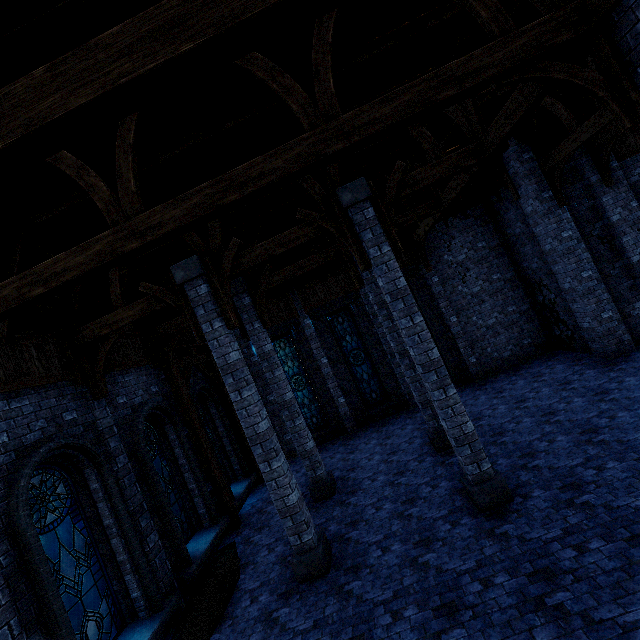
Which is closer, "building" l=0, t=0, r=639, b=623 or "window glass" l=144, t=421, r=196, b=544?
"building" l=0, t=0, r=639, b=623

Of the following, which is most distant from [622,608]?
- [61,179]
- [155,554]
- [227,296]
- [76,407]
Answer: [61,179]

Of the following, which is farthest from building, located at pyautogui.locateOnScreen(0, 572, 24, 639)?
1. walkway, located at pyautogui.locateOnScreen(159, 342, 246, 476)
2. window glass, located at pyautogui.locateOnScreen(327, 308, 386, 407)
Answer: window glass, located at pyautogui.locateOnScreen(327, 308, 386, 407)

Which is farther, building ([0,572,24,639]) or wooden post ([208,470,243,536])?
wooden post ([208,470,243,536])

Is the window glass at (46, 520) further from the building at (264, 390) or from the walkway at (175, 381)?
the walkway at (175, 381)

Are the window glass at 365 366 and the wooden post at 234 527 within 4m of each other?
no

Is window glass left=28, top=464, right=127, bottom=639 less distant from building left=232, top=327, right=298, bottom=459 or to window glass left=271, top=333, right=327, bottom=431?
building left=232, top=327, right=298, bottom=459
